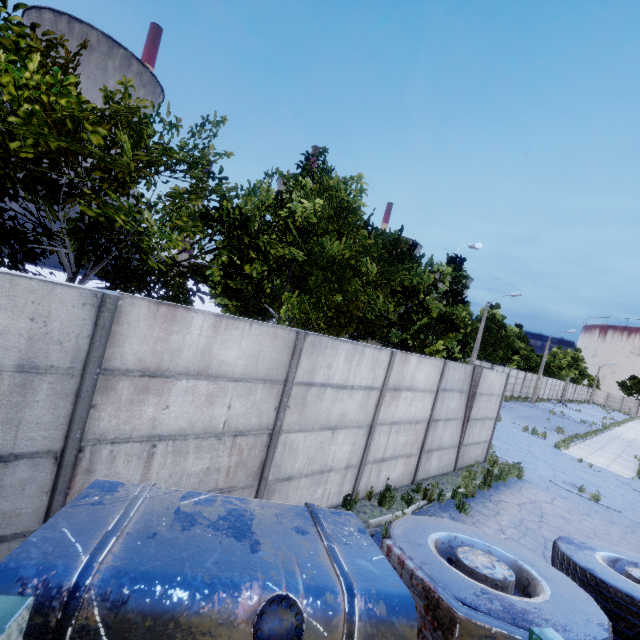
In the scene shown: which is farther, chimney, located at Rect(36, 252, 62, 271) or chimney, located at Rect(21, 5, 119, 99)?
chimney, located at Rect(21, 5, 119, 99)

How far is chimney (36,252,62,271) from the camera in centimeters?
5362cm

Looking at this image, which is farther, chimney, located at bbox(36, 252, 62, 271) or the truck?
chimney, located at bbox(36, 252, 62, 271)

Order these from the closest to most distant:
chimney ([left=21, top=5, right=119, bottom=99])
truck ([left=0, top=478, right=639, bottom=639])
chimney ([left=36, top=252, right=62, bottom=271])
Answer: truck ([left=0, top=478, right=639, bottom=639]), chimney ([left=36, top=252, right=62, bottom=271]), chimney ([left=21, top=5, right=119, bottom=99])

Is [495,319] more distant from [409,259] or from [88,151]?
[88,151]

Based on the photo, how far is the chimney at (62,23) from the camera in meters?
56.3

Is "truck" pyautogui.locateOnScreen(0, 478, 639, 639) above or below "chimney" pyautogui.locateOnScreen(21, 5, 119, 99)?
below
